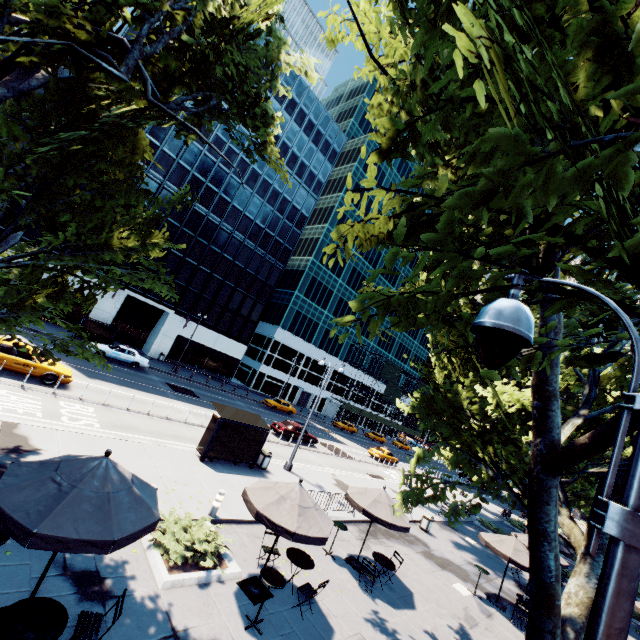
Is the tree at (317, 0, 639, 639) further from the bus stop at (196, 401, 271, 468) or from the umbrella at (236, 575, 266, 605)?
the bus stop at (196, 401, 271, 468)

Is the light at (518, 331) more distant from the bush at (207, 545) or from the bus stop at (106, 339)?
the bus stop at (106, 339)

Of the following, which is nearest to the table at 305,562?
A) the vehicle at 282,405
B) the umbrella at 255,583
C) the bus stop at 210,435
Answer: the umbrella at 255,583

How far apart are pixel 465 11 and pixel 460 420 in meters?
10.8

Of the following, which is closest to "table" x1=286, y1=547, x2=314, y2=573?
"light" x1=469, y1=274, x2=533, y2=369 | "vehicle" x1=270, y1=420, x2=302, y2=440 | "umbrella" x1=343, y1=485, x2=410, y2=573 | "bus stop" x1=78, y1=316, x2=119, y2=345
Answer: "umbrella" x1=343, y1=485, x2=410, y2=573

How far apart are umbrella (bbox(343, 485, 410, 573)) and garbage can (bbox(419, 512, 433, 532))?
8.5m

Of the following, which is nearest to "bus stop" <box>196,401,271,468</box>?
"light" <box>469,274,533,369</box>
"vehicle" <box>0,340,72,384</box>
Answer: "vehicle" <box>0,340,72,384</box>

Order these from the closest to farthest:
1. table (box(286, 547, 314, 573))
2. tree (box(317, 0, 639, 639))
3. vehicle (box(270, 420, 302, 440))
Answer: tree (box(317, 0, 639, 639)) < table (box(286, 547, 314, 573)) < vehicle (box(270, 420, 302, 440))
